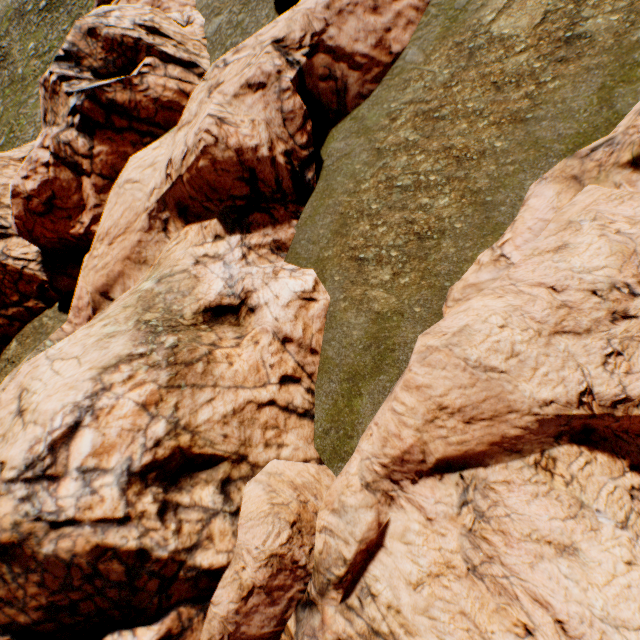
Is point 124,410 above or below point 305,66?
above
